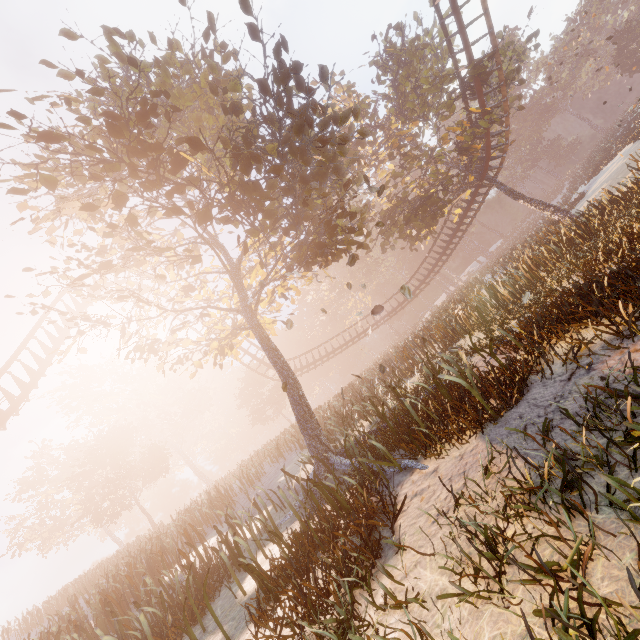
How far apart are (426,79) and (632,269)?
20.2m

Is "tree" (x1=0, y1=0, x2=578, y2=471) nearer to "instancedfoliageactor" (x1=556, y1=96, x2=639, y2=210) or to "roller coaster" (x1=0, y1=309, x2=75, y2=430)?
"roller coaster" (x1=0, y1=309, x2=75, y2=430)

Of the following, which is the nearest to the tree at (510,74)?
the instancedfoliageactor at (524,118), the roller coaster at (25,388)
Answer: the roller coaster at (25,388)

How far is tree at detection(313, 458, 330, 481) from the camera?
7.9 meters

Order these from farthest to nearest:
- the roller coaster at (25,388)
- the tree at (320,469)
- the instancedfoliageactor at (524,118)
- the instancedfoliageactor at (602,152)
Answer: the instancedfoliageactor at (524,118), the instancedfoliageactor at (602,152), the roller coaster at (25,388), the tree at (320,469)

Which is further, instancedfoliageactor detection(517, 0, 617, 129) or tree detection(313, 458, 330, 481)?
instancedfoliageactor detection(517, 0, 617, 129)
